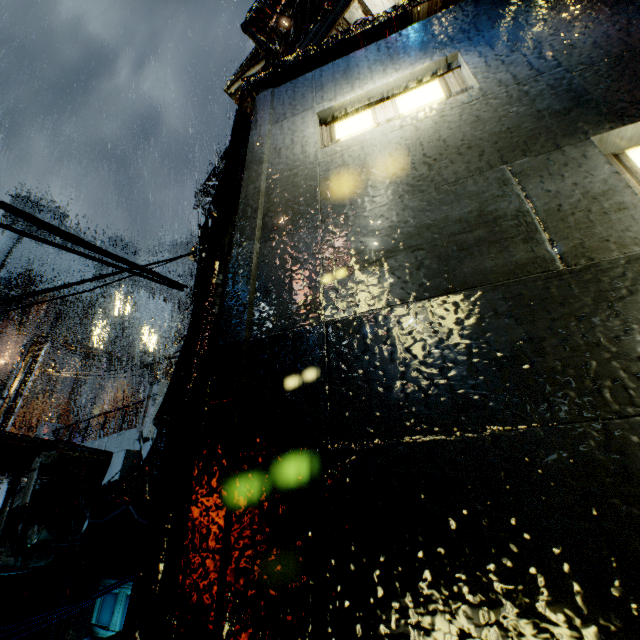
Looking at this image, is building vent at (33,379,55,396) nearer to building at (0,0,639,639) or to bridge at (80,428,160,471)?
building at (0,0,639,639)

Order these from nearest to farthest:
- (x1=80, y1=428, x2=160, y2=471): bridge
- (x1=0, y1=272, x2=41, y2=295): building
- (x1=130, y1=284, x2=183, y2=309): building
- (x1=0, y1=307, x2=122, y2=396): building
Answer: (x1=80, y1=428, x2=160, y2=471): bridge → (x1=0, y1=307, x2=122, y2=396): building → (x1=130, y1=284, x2=183, y2=309): building → (x1=0, y1=272, x2=41, y2=295): building

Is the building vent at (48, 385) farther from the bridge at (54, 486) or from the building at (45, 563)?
the bridge at (54, 486)

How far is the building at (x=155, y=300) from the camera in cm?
4409

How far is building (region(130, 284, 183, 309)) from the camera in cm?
4409

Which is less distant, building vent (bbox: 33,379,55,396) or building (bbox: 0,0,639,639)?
building (bbox: 0,0,639,639)

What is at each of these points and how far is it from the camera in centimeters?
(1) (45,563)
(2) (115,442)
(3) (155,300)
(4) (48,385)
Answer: (1) building, 777cm
(2) bridge, 1195cm
(3) building, 4588cm
(4) building vent, 5525cm
